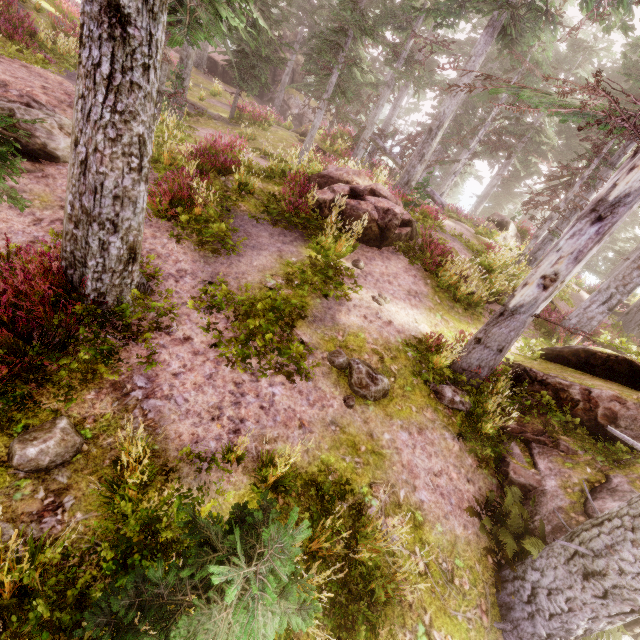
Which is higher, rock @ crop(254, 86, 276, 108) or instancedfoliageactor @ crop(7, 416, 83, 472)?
rock @ crop(254, 86, 276, 108)

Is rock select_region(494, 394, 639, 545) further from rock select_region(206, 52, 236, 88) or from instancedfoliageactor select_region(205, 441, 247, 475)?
rock select_region(206, 52, 236, 88)

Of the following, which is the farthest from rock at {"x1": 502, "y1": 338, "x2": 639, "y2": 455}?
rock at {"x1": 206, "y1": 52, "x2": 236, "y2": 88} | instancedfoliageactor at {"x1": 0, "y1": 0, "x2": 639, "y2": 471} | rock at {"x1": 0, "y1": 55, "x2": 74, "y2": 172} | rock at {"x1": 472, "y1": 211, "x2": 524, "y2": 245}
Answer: rock at {"x1": 206, "y1": 52, "x2": 236, "y2": 88}

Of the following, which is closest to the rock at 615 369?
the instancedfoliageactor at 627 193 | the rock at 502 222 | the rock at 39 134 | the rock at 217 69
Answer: the instancedfoliageactor at 627 193

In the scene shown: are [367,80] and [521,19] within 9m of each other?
no

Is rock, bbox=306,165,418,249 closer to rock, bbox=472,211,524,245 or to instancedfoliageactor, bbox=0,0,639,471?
instancedfoliageactor, bbox=0,0,639,471

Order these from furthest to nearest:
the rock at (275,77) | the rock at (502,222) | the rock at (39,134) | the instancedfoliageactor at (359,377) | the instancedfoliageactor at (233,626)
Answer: the rock at (275,77)
the rock at (502,222)
the rock at (39,134)
the instancedfoliageactor at (359,377)
the instancedfoliageactor at (233,626)

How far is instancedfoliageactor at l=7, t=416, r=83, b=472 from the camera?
3.5 meters
